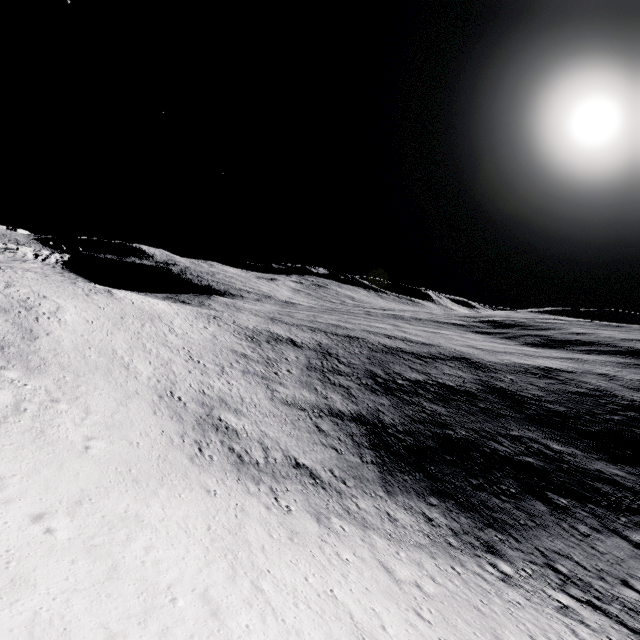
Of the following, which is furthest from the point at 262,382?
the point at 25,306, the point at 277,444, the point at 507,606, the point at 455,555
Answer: the point at 507,606
